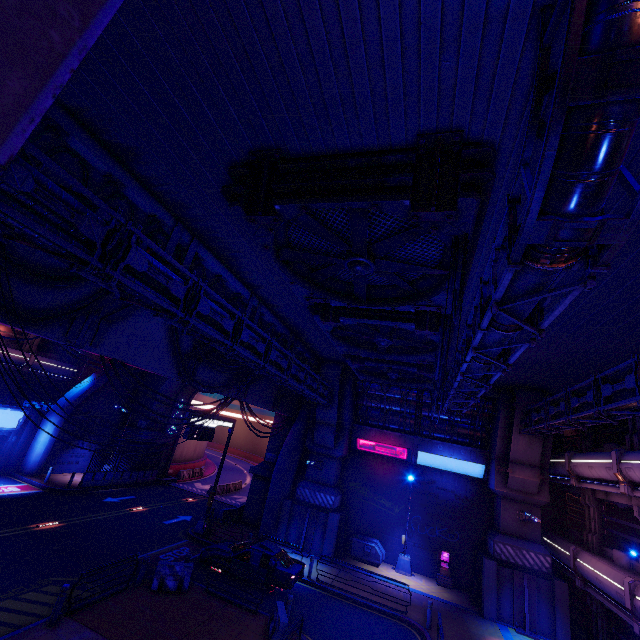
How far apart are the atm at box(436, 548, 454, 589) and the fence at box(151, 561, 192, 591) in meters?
15.8 m

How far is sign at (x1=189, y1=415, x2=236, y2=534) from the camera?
20.1m

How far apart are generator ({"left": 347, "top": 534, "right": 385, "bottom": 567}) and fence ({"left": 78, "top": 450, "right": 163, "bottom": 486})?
19.81m

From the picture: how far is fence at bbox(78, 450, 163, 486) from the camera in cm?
2528

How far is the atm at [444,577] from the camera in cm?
2064

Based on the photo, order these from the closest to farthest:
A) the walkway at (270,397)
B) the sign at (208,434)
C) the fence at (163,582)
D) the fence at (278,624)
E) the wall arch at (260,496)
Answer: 1. the fence at (278,624)
2. the fence at (163,582)
3. the walkway at (270,397)
4. the sign at (208,434)
5. the wall arch at (260,496)

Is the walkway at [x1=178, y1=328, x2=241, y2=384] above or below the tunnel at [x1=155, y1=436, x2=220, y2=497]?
above

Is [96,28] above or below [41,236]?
below
